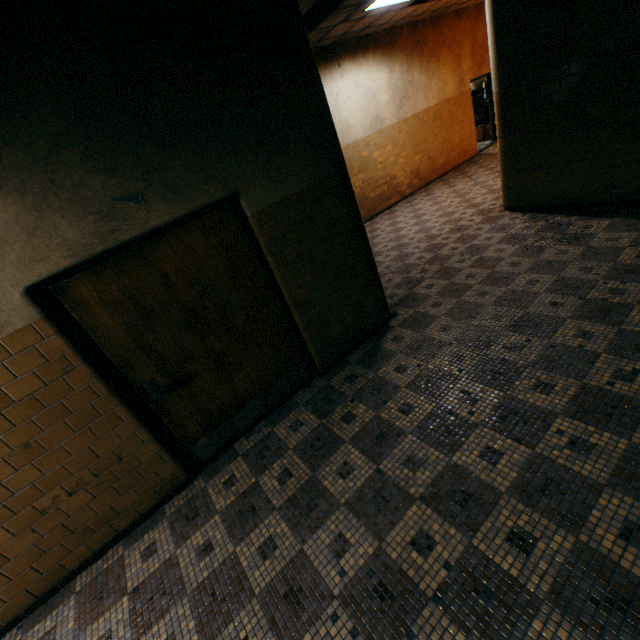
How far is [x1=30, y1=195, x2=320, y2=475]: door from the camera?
2.50m

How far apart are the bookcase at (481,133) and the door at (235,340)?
13.3 meters

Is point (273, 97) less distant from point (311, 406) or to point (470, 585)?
point (311, 406)

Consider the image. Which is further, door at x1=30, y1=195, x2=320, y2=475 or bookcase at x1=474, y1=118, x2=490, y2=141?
bookcase at x1=474, y1=118, x2=490, y2=141

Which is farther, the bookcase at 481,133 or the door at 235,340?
the bookcase at 481,133

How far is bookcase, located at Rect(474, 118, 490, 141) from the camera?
12.5m

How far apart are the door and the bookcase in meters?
13.3 m
